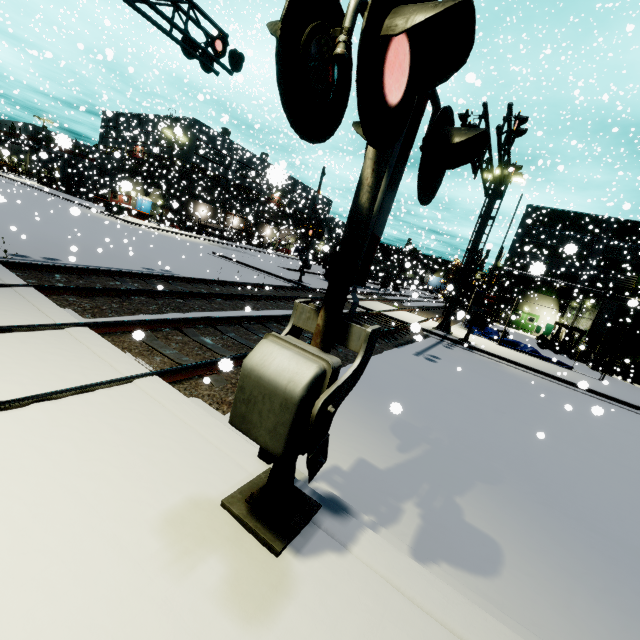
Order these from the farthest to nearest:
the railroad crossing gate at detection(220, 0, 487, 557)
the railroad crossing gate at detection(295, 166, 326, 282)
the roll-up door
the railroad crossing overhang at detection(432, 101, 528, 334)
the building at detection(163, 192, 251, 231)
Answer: the roll-up door, the building at detection(163, 192, 251, 231), the railroad crossing gate at detection(295, 166, 326, 282), the railroad crossing overhang at detection(432, 101, 528, 334), the railroad crossing gate at detection(220, 0, 487, 557)

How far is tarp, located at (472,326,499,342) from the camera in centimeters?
2102cm

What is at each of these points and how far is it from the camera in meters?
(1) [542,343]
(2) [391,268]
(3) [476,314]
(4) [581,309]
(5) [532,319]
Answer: (1) steel beam, 27.2 m
(2) semi trailer, 44.0 m
(3) railroad crossing gate, 16.7 m
(4) building, 30.8 m
(5) door, 39.9 m

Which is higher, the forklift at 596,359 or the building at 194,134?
the building at 194,134

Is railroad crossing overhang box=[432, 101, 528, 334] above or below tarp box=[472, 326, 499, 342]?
above

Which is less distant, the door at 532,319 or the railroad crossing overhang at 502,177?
the railroad crossing overhang at 502,177

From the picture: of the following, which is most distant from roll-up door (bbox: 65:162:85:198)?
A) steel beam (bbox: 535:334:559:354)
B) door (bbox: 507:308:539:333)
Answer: door (bbox: 507:308:539:333)

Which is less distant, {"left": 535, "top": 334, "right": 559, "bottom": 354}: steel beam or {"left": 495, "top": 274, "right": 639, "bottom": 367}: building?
{"left": 495, "top": 274, "right": 639, "bottom": 367}: building
